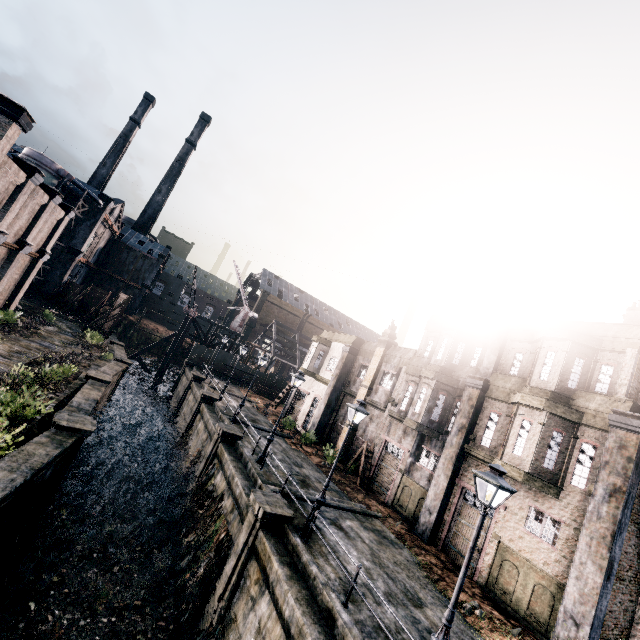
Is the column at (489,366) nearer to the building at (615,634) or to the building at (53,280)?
the building at (615,634)

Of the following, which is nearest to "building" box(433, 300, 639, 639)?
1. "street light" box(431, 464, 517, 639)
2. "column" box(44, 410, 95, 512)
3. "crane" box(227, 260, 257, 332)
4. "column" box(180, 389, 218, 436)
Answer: "street light" box(431, 464, 517, 639)

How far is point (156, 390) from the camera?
42.6m

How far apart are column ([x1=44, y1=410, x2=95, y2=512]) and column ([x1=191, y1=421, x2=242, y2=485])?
7.24m

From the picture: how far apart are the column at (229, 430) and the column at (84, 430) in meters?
7.2

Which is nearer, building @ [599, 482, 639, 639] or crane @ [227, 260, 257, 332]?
building @ [599, 482, 639, 639]

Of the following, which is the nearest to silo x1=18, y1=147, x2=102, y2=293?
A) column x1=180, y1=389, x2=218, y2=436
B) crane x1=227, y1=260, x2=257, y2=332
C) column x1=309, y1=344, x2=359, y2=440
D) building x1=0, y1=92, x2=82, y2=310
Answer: building x1=0, y1=92, x2=82, y2=310

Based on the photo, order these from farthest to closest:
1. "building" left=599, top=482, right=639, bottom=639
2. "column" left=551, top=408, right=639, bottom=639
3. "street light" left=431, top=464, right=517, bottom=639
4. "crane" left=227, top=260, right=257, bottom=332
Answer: "crane" left=227, top=260, right=257, bottom=332 < "building" left=599, top=482, right=639, bottom=639 < "column" left=551, top=408, right=639, bottom=639 < "street light" left=431, top=464, right=517, bottom=639
